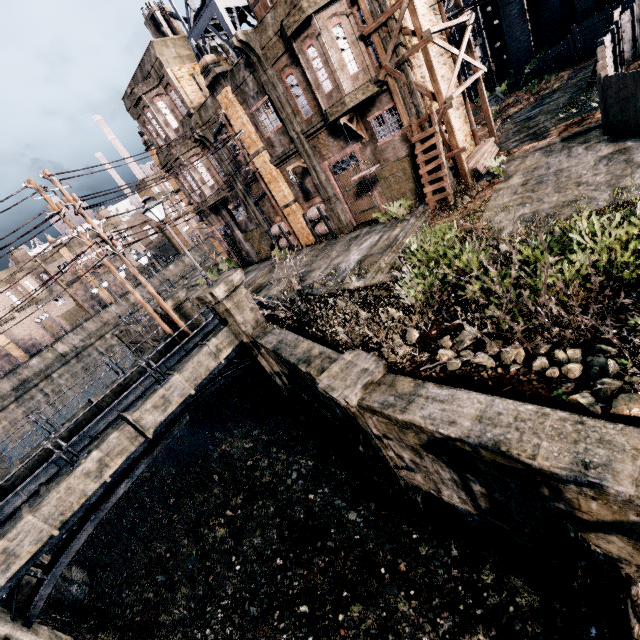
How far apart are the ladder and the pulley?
2.8 meters

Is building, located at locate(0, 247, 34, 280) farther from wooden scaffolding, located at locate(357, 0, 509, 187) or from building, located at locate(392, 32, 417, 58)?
wooden scaffolding, located at locate(357, 0, 509, 187)

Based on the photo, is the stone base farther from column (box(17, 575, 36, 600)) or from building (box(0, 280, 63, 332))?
building (box(0, 280, 63, 332))

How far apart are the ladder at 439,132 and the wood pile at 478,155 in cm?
172

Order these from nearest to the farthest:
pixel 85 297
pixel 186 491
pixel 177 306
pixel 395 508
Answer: pixel 395 508
pixel 186 491
pixel 177 306
pixel 85 297

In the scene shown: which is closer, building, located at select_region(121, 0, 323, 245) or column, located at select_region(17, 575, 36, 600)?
column, located at select_region(17, 575, 36, 600)

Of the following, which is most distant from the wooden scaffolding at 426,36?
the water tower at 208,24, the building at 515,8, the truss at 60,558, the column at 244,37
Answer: the building at 515,8

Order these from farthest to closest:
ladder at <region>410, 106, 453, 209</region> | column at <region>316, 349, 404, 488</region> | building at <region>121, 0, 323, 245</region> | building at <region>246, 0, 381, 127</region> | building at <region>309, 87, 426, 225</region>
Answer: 1. building at <region>121, 0, 323, 245</region>
2. building at <region>309, 87, 426, 225</region>
3. ladder at <region>410, 106, 453, 209</region>
4. building at <region>246, 0, 381, 127</region>
5. column at <region>316, 349, 404, 488</region>
